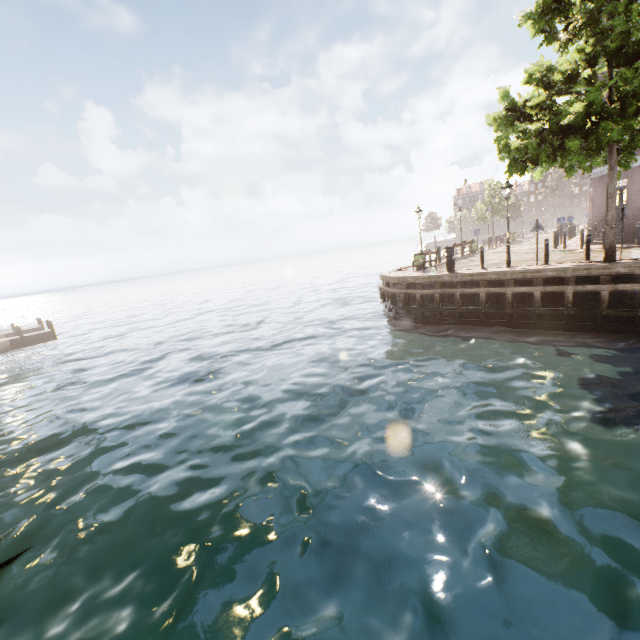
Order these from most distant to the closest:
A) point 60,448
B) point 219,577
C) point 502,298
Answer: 1. point 502,298
2. point 60,448
3. point 219,577

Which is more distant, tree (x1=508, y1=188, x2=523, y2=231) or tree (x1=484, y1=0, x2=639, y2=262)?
tree (x1=508, y1=188, x2=523, y2=231)

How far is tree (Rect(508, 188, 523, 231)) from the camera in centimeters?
4053cm

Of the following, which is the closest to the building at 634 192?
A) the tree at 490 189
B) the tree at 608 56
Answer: the tree at 608 56

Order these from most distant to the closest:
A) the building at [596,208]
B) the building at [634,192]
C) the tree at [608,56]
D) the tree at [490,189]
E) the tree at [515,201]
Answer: the tree at [515,201]
the tree at [490,189]
the building at [596,208]
the building at [634,192]
the tree at [608,56]

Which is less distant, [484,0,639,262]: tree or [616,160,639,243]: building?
[484,0,639,262]: tree

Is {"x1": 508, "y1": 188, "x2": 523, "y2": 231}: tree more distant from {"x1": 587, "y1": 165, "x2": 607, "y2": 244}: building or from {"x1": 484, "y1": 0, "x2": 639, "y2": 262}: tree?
{"x1": 484, "y1": 0, "x2": 639, "y2": 262}: tree

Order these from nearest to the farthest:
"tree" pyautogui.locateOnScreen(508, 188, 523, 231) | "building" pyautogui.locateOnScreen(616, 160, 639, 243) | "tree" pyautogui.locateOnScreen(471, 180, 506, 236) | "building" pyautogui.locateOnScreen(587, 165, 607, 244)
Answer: "building" pyautogui.locateOnScreen(616, 160, 639, 243)
"building" pyautogui.locateOnScreen(587, 165, 607, 244)
"tree" pyautogui.locateOnScreen(471, 180, 506, 236)
"tree" pyautogui.locateOnScreen(508, 188, 523, 231)
